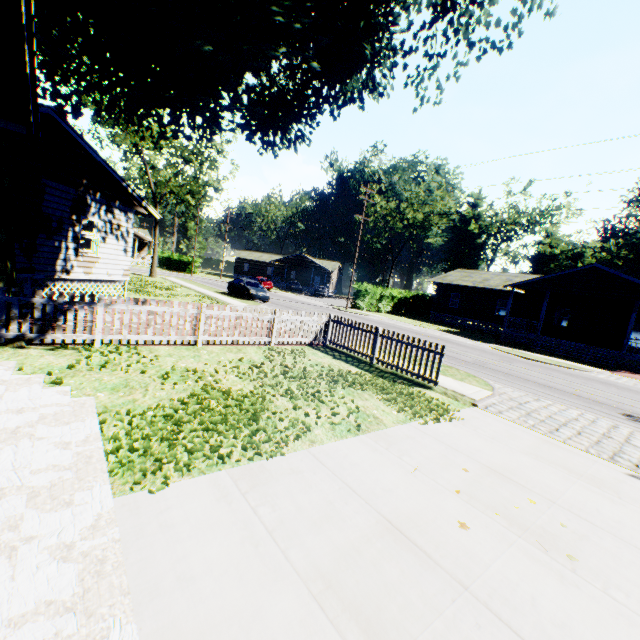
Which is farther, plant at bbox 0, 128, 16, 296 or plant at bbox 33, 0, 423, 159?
plant at bbox 0, 128, 16, 296

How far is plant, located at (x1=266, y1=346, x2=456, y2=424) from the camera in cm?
681

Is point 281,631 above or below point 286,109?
below

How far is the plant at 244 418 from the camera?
3.9m

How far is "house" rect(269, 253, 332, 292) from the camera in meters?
57.1 m

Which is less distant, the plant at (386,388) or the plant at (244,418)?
the plant at (244,418)

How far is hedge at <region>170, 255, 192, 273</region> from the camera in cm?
5184

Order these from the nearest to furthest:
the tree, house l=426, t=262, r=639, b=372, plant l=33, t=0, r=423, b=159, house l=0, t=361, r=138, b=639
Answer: house l=0, t=361, r=138, b=639 < plant l=33, t=0, r=423, b=159 < house l=426, t=262, r=639, b=372 < the tree
